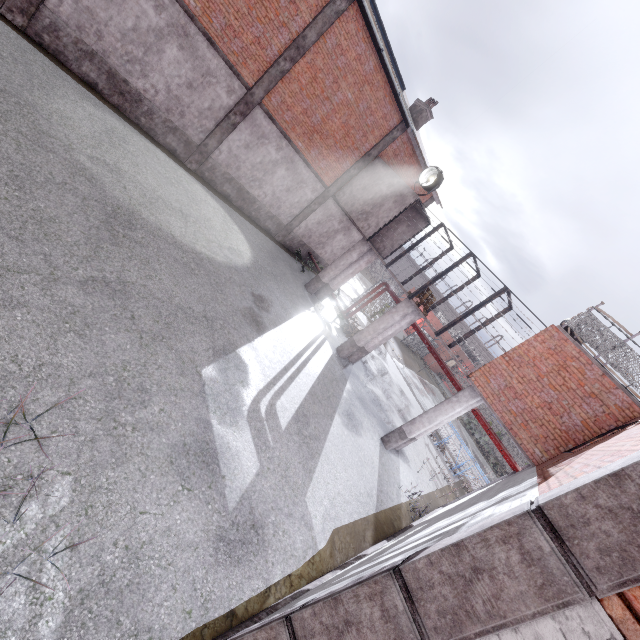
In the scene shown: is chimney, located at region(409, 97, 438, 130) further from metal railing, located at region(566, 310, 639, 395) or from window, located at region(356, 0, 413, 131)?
metal railing, located at region(566, 310, 639, 395)

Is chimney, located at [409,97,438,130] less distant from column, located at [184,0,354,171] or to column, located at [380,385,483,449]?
column, located at [184,0,354,171]

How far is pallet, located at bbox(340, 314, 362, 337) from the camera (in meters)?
17.83

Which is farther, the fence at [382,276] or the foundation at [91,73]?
the fence at [382,276]

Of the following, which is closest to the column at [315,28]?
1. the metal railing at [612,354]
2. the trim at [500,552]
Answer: the metal railing at [612,354]

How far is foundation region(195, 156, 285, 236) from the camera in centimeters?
1428cm

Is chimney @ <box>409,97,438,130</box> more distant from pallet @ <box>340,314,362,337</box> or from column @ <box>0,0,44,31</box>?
column @ <box>0,0,44,31</box>

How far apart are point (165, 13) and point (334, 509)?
15.4m
